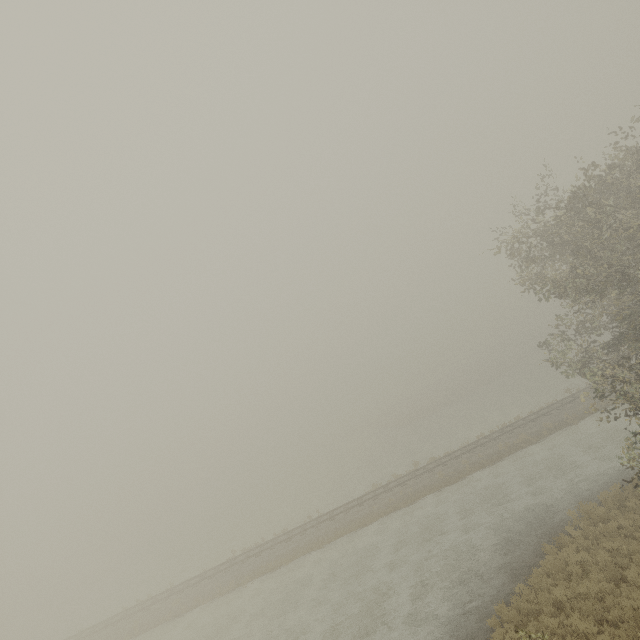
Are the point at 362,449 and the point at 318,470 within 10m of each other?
yes
